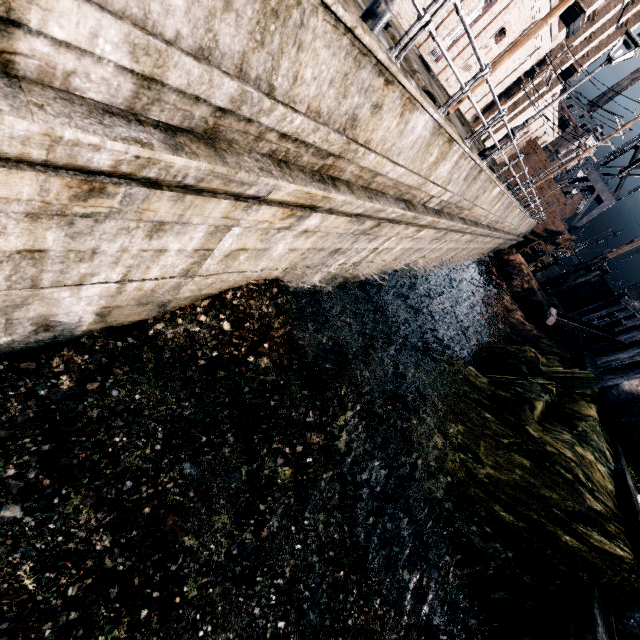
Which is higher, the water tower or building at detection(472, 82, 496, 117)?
the water tower

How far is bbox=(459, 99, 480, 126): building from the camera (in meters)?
30.19

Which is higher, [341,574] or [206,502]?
[341,574]

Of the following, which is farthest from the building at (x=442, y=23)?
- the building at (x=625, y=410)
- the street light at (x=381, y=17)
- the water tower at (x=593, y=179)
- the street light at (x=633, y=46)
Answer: the building at (x=625, y=410)

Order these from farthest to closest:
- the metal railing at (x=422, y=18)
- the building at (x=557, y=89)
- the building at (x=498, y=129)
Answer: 1. the building at (x=498, y=129)
2. the building at (x=557, y=89)
3. the metal railing at (x=422, y=18)

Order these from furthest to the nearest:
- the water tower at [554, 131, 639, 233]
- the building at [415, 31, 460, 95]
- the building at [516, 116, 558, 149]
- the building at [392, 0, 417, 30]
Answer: the water tower at [554, 131, 639, 233], the building at [516, 116, 558, 149], the building at [415, 31, 460, 95], the building at [392, 0, 417, 30]

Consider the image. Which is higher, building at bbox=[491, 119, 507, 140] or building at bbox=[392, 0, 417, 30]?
building at bbox=[491, 119, 507, 140]
